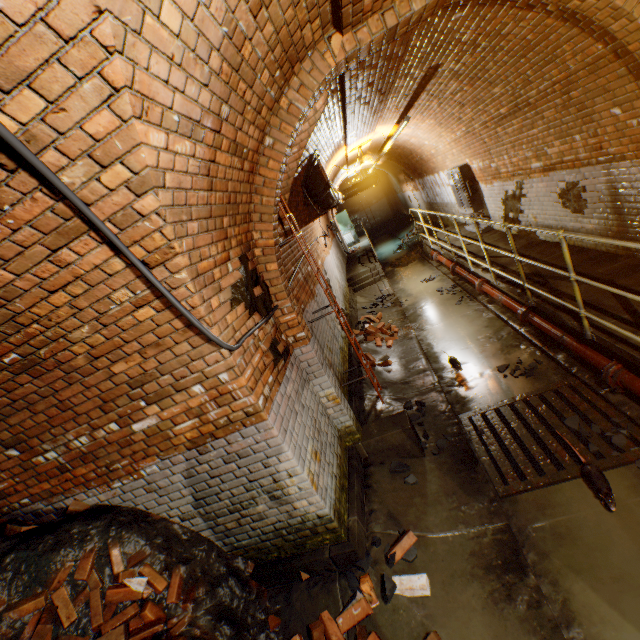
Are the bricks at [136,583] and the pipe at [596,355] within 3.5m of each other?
no

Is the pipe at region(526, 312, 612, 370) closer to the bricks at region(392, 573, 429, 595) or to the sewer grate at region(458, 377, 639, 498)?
the sewer grate at region(458, 377, 639, 498)

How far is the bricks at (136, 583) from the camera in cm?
288

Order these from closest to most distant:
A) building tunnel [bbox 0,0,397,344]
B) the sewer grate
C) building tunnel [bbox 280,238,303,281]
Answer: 1. building tunnel [bbox 0,0,397,344]
2. the sewer grate
3. building tunnel [bbox 280,238,303,281]

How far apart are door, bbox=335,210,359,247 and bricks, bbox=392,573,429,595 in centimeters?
1826cm

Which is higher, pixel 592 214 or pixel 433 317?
pixel 592 214

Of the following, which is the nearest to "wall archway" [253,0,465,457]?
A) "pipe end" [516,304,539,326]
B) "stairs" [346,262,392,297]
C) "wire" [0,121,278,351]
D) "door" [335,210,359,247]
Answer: "wire" [0,121,278,351]

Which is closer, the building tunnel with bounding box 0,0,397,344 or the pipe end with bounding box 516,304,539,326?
the building tunnel with bounding box 0,0,397,344
